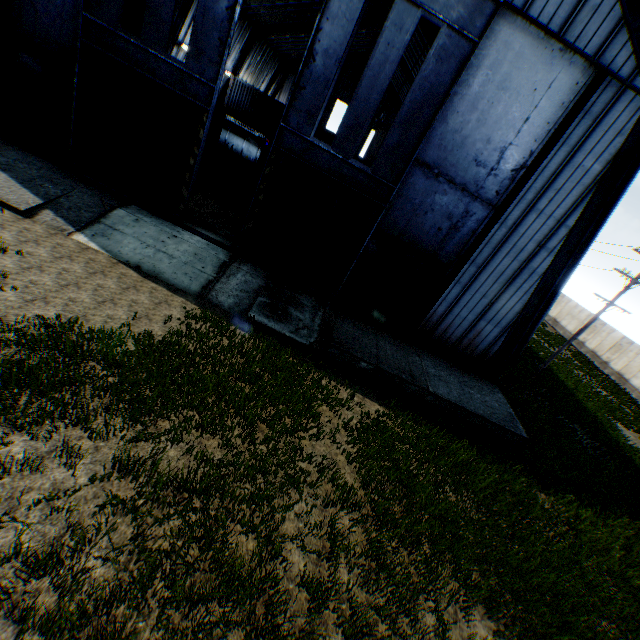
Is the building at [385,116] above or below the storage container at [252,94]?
above

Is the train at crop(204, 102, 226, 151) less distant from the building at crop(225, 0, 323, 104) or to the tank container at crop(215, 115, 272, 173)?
the tank container at crop(215, 115, 272, 173)

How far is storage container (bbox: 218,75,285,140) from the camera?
32.39m

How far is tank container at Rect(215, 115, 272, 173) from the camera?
26.4m

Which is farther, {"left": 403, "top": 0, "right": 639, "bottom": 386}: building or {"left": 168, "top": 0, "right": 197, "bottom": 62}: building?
{"left": 168, "top": 0, "right": 197, "bottom": 62}: building

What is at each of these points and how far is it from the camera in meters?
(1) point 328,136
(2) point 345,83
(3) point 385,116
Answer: (1) storage container, 34.1
(2) building, 48.6
(3) building, 49.9

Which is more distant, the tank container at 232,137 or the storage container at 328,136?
the storage container at 328,136

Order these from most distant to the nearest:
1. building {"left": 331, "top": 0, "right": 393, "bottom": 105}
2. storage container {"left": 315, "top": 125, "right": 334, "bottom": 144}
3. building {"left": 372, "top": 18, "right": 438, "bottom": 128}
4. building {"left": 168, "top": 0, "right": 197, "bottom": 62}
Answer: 1. storage container {"left": 315, "top": 125, "right": 334, "bottom": 144}
2. building {"left": 331, "top": 0, "right": 393, "bottom": 105}
3. building {"left": 372, "top": 18, "right": 438, "bottom": 128}
4. building {"left": 168, "top": 0, "right": 197, "bottom": 62}
